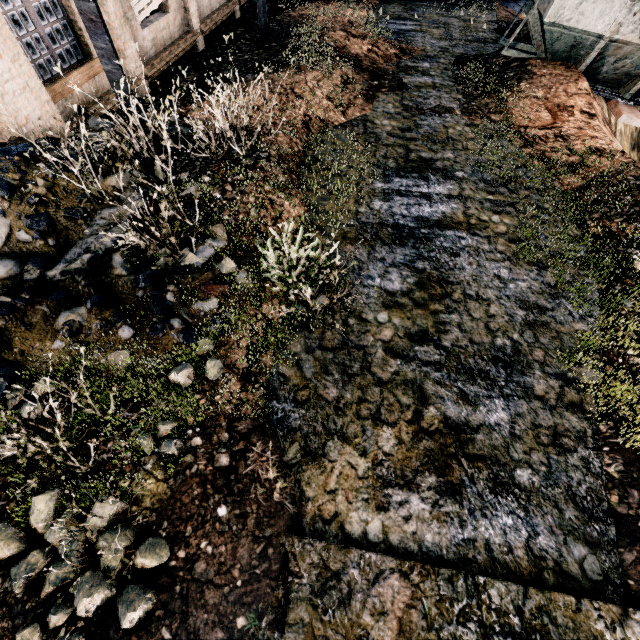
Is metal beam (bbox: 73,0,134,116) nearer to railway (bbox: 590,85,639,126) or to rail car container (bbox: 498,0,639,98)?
rail car container (bbox: 498,0,639,98)

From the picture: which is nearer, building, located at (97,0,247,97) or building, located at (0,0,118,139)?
building, located at (0,0,118,139)

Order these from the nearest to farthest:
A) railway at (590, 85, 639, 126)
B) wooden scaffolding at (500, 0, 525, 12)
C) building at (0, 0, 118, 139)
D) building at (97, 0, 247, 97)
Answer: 1. building at (0, 0, 118, 139)
2. building at (97, 0, 247, 97)
3. railway at (590, 85, 639, 126)
4. wooden scaffolding at (500, 0, 525, 12)

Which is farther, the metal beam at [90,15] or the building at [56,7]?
the building at [56,7]

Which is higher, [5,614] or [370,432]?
[5,614]

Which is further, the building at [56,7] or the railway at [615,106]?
the railway at [615,106]

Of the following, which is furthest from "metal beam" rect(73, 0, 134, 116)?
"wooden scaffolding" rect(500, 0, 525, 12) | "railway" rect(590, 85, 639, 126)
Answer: "wooden scaffolding" rect(500, 0, 525, 12)

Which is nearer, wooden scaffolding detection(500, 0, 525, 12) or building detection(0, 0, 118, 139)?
building detection(0, 0, 118, 139)
